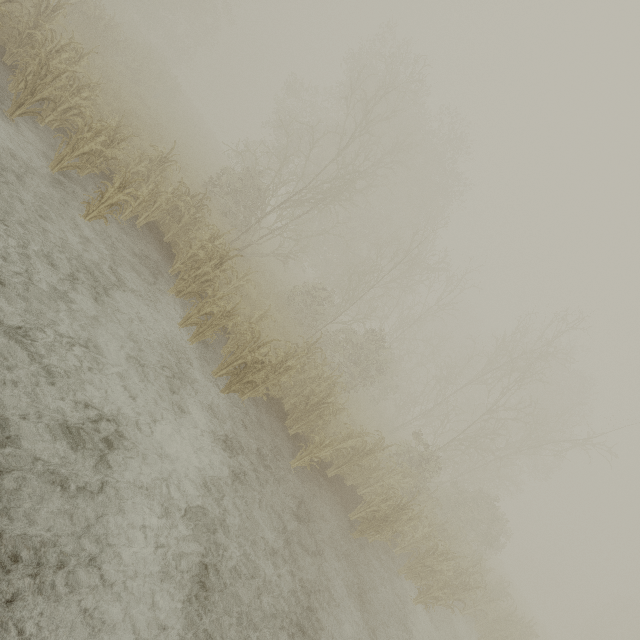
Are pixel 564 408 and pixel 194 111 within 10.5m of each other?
no
